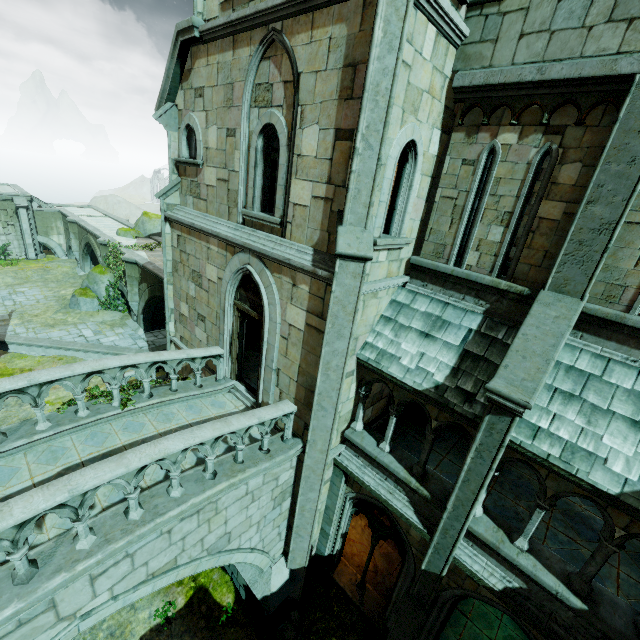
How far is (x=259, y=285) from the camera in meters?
7.7

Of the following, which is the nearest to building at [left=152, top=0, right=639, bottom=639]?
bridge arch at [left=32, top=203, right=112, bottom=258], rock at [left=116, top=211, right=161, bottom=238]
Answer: rock at [left=116, top=211, right=161, bottom=238]

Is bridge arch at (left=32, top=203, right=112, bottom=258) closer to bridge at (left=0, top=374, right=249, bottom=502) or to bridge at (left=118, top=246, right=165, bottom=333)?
bridge at (left=118, top=246, right=165, bottom=333)

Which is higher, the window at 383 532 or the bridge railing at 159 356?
the bridge railing at 159 356

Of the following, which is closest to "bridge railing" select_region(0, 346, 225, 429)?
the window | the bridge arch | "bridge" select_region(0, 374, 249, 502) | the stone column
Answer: "bridge" select_region(0, 374, 249, 502)

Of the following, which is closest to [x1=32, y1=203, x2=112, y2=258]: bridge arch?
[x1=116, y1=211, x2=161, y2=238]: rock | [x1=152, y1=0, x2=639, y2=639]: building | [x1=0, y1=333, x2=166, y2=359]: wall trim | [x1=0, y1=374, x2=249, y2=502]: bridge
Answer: [x1=116, y1=211, x2=161, y2=238]: rock

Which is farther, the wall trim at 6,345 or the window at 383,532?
the wall trim at 6,345

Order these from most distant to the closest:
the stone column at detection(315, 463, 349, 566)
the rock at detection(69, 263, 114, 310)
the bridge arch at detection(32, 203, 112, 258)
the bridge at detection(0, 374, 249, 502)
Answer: the bridge arch at detection(32, 203, 112, 258), the rock at detection(69, 263, 114, 310), the stone column at detection(315, 463, 349, 566), the bridge at detection(0, 374, 249, 502)
